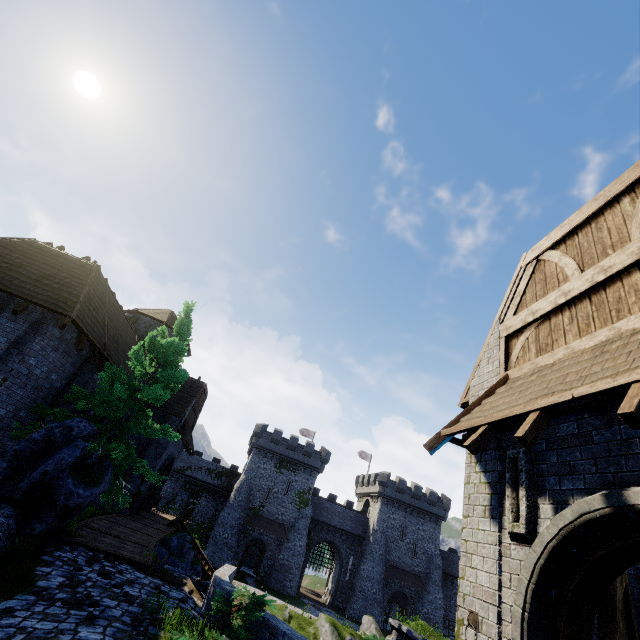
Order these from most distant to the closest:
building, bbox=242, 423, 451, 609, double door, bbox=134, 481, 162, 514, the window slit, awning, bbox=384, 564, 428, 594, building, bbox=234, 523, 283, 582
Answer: building, bbox=242, 423, 451, 609 < awning, bbox=384, 564, 428, 594 < building, bbox=234, 523, 283, 582 < double door, bbox=134, 481, 162, 514 < the window slit

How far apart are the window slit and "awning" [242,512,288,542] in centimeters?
4334cm

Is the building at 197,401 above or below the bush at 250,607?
above

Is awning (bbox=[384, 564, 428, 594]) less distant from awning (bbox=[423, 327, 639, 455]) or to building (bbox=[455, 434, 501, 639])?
building (bbox=[455, 434, 501, 639])

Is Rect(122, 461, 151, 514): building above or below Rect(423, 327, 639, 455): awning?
below

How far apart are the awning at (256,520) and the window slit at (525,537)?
43.34m

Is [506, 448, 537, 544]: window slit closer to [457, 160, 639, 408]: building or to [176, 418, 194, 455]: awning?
[457, 160, 639, 408]: building

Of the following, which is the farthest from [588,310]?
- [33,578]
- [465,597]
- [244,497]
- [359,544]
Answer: [359,544]
